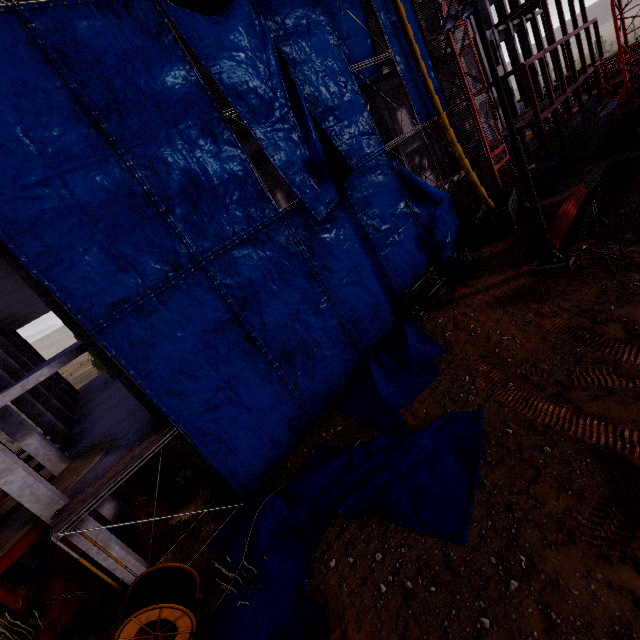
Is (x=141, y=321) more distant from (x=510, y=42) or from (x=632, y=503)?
(x=510, y=42)

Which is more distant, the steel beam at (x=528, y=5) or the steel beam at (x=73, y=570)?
the steel beam at (x=528, y=5)

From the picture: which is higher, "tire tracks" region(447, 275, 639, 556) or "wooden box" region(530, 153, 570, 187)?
"wooden box" region(530, 153, 570, 187)

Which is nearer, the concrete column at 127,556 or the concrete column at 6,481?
the concrete column at 6,481

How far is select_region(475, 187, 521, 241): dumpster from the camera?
19.1 meters

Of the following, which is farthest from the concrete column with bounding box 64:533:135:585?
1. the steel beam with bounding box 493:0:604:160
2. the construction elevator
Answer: the steel beam with bounding box 493:0:604:160

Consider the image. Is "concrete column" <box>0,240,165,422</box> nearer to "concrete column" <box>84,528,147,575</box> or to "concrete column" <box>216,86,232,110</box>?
"concrete column" <box>84,528,147,575</box>

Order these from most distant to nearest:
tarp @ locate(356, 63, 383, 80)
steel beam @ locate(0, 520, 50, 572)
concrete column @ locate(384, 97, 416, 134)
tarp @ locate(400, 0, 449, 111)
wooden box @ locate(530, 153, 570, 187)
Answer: concrete column @ locate(384, 97, 416, 134) → wooden box @ locate(530, 153, 570, 187) → tarp @ locate(400, 0, 449, 111) → tarp @ locate(356, 63, 383, 80) → steel beam @ locate(0, 520, 50, 572)
